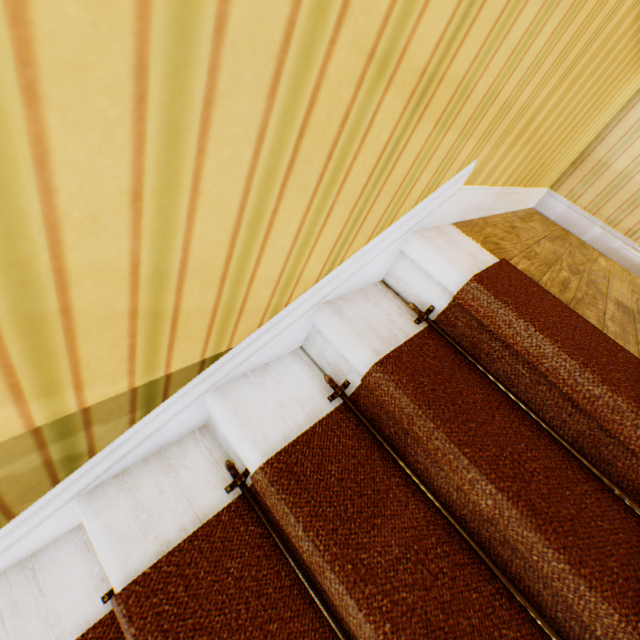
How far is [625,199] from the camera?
2.3 meters
